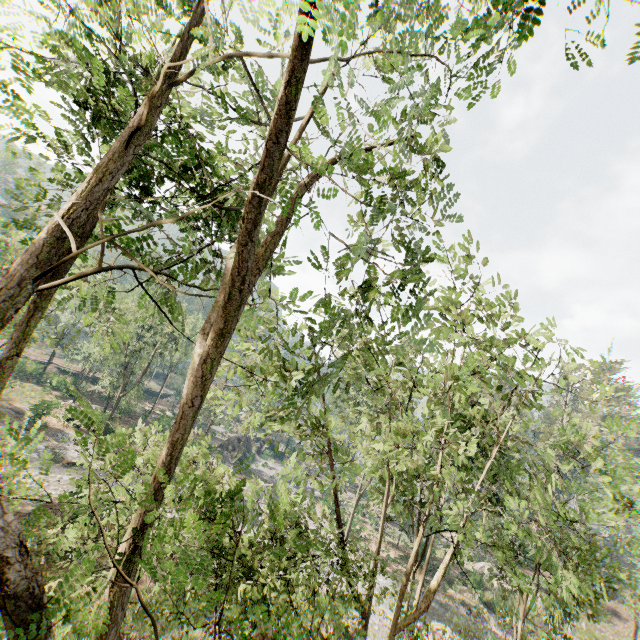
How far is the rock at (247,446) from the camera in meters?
51.5

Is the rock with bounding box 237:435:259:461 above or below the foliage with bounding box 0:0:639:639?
below

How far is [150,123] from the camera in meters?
3.3

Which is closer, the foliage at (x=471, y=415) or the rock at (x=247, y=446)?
the foliage at (x=471, y=415)

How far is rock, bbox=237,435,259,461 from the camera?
51.50m

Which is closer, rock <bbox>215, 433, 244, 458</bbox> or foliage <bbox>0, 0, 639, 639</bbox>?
foliage <bbox>0, 0, 639, 639</bbox>
